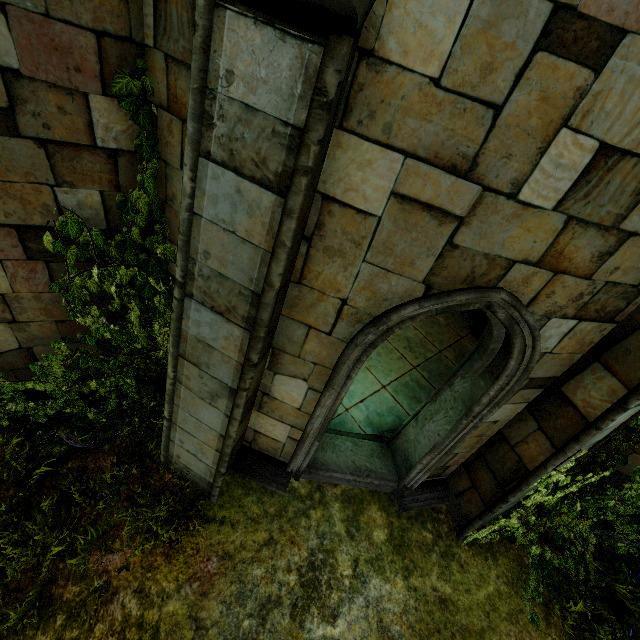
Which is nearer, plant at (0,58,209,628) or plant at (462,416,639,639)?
plant at (0,58,209,628)

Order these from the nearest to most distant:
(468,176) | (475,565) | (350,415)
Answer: (468,176) < (475,565) < (350,415)

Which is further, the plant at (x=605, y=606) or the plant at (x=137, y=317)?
the plant at (x=605, y=606)
